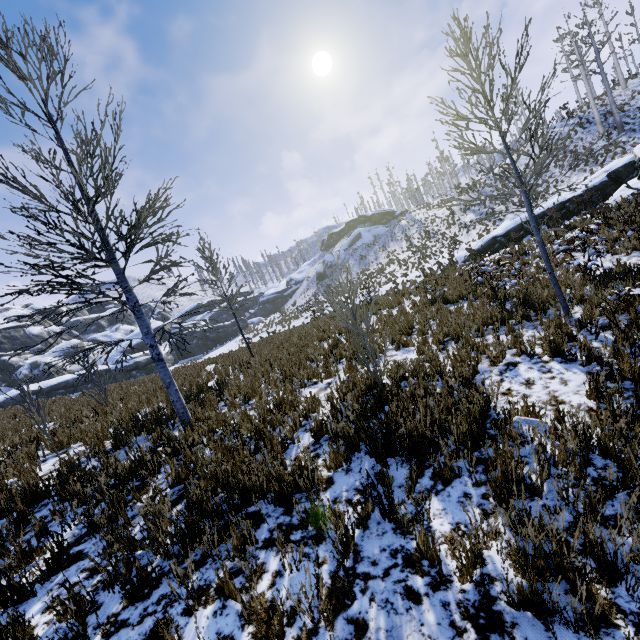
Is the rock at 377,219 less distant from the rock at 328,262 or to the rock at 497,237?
the rock at 328,262

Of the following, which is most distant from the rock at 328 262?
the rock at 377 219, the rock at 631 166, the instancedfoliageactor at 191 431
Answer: the rock at 631 166

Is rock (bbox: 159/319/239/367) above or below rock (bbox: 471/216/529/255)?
above

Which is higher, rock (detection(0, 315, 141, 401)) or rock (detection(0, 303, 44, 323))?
rock (detection(0, 303, 44, 323))

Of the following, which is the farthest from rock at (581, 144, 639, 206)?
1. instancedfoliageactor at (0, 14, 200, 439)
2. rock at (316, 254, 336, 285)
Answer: rock at (316, 254, 336, 285)

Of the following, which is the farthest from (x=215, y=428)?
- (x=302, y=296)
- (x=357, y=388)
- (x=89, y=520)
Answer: (x=302, y=296)

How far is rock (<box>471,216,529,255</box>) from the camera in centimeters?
2048cm
